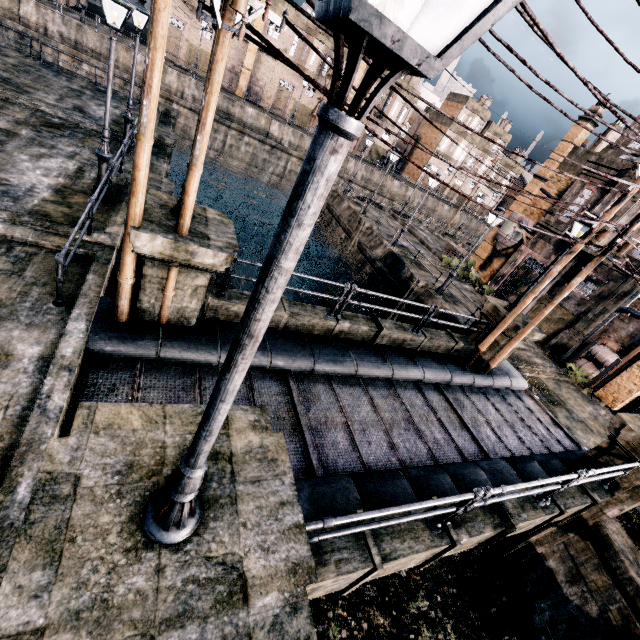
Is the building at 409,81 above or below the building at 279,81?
above

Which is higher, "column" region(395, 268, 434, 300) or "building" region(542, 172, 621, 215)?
"building" region(542, 172, 621, 215)

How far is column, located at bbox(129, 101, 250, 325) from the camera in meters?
6.2 m

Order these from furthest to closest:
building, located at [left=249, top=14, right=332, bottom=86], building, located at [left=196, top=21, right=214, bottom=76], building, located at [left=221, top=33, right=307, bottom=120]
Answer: building, located at [left=221, top=33, right=307, bottom=120] < building, located at [left=249, top=14, right=332, bottom=86] < building, located at [left=196, top=21, right=214, bottom=76]

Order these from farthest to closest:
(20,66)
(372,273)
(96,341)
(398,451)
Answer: (372,273), (20,66), (398,451), (96,341)

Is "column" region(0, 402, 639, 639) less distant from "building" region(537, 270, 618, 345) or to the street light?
the street light

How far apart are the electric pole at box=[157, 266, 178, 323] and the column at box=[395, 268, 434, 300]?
16.00m

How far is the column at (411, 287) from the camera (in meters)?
20.31
